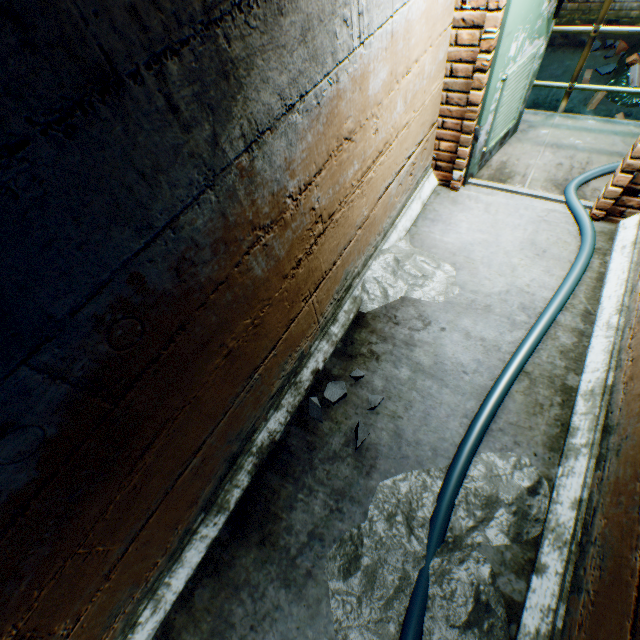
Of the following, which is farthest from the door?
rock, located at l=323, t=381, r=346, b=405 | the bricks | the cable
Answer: the bricks

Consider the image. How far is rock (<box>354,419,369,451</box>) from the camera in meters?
2.0

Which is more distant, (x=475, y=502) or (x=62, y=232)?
(x=475, y=502)

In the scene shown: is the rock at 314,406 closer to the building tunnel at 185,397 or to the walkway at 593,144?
the building tunnel at 185,397

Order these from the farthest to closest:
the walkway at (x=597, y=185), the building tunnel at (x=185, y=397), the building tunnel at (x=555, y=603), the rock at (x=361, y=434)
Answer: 1. the walkway at (x=597, y=185)
2. the rock at (x=361, y=434)
3. the building tunnel at (x=555, y=603)
4. the building tunnel at (x=185, y=397)

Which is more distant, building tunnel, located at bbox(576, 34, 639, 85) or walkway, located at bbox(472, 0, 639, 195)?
building tunnel, located at bbox(576, 34, 639, 85)

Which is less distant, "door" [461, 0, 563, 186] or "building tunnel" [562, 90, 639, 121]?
"door" [461, 0, 563, 186]
